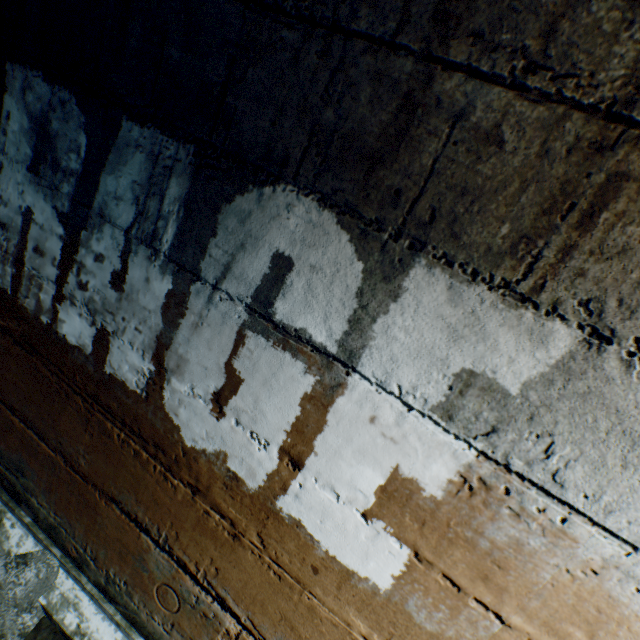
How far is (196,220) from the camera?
0.9m
